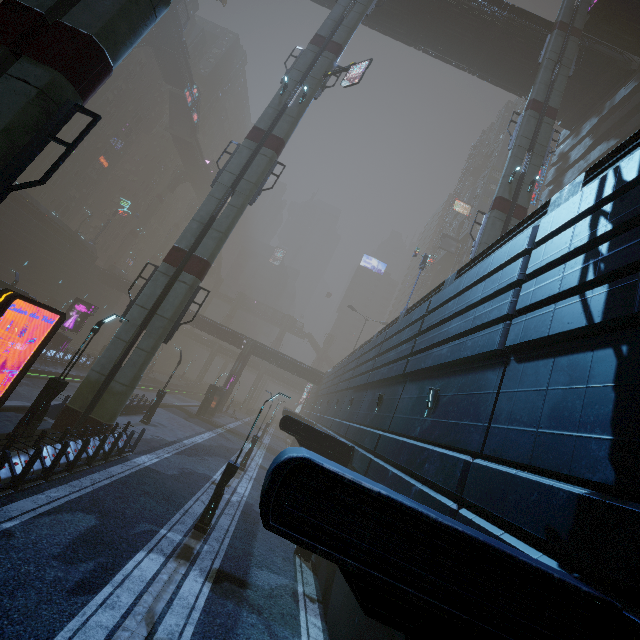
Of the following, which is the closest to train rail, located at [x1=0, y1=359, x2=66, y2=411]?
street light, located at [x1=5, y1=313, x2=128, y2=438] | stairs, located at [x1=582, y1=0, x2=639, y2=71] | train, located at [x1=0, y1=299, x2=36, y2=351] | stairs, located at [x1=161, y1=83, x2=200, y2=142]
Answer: train, located at [x1=0, y1=299, x2=36, y2=351]

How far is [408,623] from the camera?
3.0m

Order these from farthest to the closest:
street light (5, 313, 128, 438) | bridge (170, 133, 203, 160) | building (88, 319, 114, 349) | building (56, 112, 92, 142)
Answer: building (88, 319, 114, 349) → bridge (170, 133, 203, 160) → building (56, 112, 92, 142) → street light (5, 313, 128, 438)

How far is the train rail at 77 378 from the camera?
23.19m

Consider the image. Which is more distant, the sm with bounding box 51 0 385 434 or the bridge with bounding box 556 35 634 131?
the bridge with bounding box 556 35 634 131

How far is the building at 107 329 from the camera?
57.19m

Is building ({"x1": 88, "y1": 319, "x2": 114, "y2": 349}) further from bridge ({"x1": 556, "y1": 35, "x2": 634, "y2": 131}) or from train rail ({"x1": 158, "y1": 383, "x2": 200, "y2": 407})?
bridge ({"x1": 556, "y1": 35, "x2": 634, "y2": 131})
